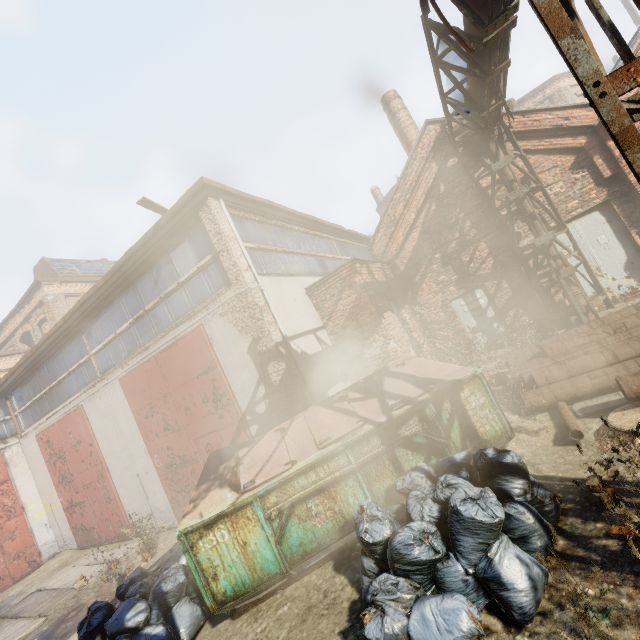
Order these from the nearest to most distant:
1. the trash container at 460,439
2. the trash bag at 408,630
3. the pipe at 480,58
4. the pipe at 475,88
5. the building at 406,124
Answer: the trash bag at 408,630 < the trash container at 460,439 < the pipe at 480,58 < the pipe at 475,88 < the building at 406,124

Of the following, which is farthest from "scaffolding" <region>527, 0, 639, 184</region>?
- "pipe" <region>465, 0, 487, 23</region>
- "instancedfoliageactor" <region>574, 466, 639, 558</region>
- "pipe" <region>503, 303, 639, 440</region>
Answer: "pipe" <region>503, 303, 639, 440</region>

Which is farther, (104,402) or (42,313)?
(42,313)

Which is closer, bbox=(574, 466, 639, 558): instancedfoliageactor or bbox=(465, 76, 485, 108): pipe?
bbox=(574, 466, 639, 558): instancedfoliageactor

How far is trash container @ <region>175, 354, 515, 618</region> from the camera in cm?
388

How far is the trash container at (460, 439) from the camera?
3.9 meters

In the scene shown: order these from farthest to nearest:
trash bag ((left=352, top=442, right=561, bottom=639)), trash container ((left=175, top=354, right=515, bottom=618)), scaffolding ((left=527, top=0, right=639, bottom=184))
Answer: trash container ((left=175, top=354, right=515, bottom=618)) < trash bag ((left=352, top=442, right=561, bottom=639)) < scaffolding ((left=527, top=0, right=639, bottom=184))

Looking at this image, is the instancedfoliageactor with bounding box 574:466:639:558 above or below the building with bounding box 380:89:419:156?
below
